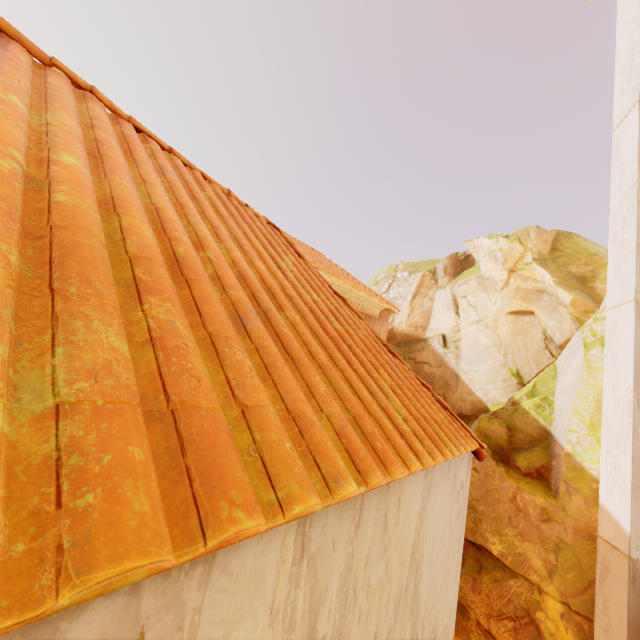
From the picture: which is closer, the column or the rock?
the column

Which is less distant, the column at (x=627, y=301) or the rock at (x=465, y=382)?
the column at (x=627, y=301)

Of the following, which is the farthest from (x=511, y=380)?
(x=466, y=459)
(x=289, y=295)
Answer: (x=289, y=295)
